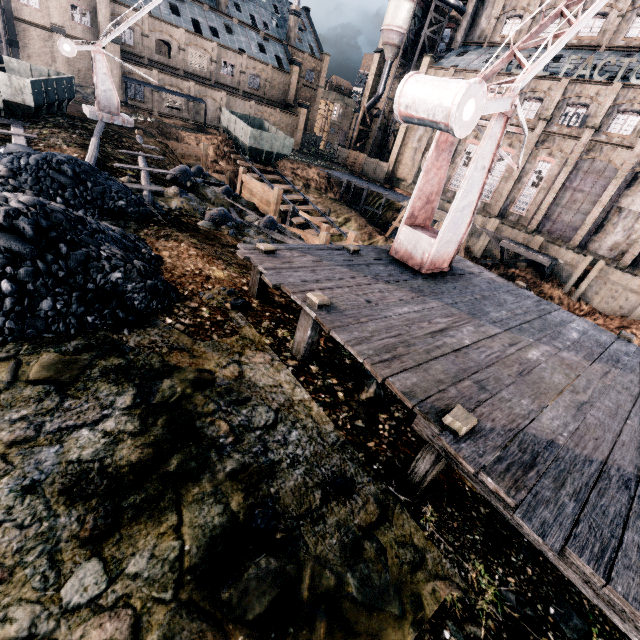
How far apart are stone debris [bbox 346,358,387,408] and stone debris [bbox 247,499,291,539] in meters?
2.5

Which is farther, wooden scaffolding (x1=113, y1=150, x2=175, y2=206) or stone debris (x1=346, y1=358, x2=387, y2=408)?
wooden scaffolding (x1=113, y1=150, x2=175, y2=206)

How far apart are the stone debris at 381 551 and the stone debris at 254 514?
0.91m

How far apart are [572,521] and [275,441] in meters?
3.6

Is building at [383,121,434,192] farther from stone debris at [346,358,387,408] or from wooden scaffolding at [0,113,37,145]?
stone debris at [346,358,387,408]

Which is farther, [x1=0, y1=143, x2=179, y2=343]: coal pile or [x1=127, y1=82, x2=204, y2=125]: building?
[x1=127, y1=82, x2=204, y2=125]: building

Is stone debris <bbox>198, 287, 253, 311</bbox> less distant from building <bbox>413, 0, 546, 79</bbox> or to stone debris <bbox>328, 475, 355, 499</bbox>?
stone debris <bbox>328, 475, 355, 499</bbox>

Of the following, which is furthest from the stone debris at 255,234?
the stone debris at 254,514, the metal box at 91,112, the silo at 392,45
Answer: the silo at 392,45
